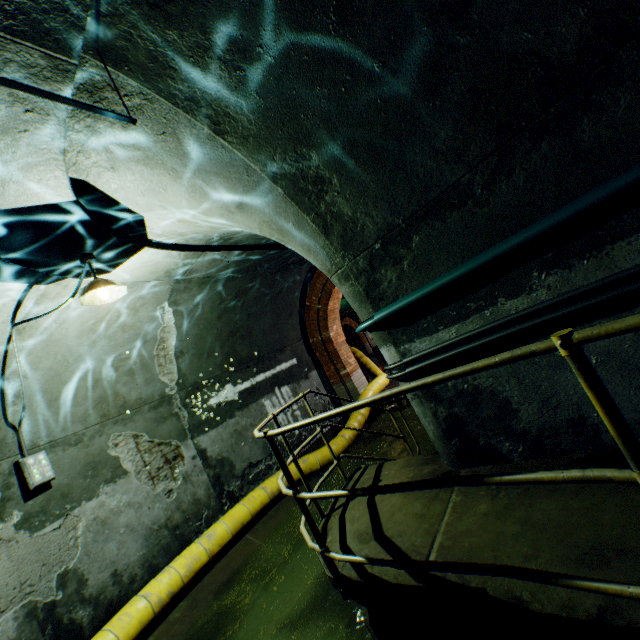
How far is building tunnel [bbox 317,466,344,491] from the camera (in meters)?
6.37

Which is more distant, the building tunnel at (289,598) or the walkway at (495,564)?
the building tunnel at (289,598)

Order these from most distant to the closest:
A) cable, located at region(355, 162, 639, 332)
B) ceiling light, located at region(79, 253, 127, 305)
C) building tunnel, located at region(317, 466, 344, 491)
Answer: building tunnel, located at region(317, 466, 344, 491), ceiling light, located at region(79, 253, 127, 305), cable, located at region(355, 162, 639, 332)

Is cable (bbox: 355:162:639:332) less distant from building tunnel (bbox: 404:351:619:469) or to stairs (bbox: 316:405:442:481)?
building tunnel (bbox: 404:351:619:469)

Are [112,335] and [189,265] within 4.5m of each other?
yes

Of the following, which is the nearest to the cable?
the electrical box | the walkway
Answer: the walkway

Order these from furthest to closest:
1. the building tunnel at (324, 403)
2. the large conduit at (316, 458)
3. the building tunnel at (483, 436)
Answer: the building tunnel at (324, 403), the large conduit at (316, 458), the building tunnel at (483, 436)

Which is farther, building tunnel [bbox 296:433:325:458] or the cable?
building tunnel [bbox 296:433:325:458]
